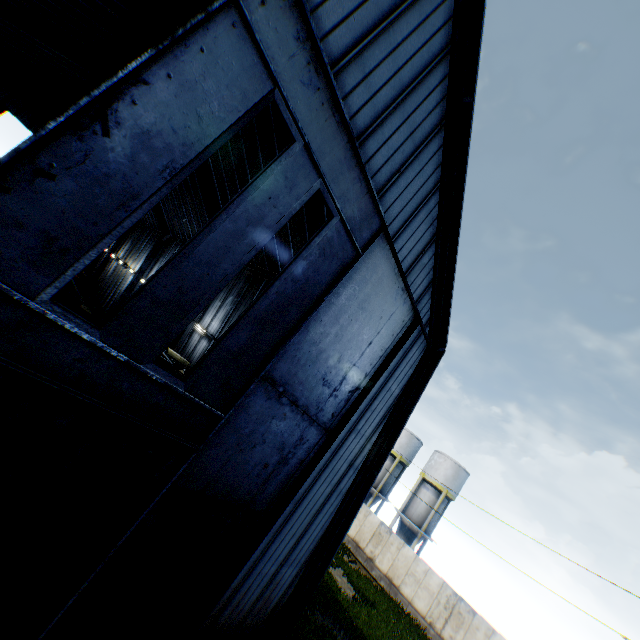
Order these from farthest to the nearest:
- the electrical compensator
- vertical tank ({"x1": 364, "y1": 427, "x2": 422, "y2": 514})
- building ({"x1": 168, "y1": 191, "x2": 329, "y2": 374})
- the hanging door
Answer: vertical tank ({"x1": 364, "y1": 427, "x2": 422, "y2": 514}), the electrical compensator, building ({"x1": 168, "y1": 191, "x2": 329, "y2": 374}), the hanging door

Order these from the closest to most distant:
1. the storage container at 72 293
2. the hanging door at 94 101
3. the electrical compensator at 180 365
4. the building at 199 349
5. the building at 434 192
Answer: the hanging door at 94 101
the building at 434 192
the building at 199 349
the storage container at 72 293
the electrical compensator at 180 365

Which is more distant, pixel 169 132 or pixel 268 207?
pixel 268 207

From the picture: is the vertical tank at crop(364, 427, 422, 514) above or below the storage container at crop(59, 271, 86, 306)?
above

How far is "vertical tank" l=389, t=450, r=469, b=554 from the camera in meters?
32.4

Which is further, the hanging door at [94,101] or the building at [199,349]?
the building at [199,349]

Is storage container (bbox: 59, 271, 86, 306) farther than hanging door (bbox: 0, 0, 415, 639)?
Yes

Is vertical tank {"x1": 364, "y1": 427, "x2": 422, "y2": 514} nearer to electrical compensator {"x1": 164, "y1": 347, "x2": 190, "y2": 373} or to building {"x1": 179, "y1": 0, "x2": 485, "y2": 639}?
building {"x1": 179, "y1": 0, "x2": 485, "y2": 639}
